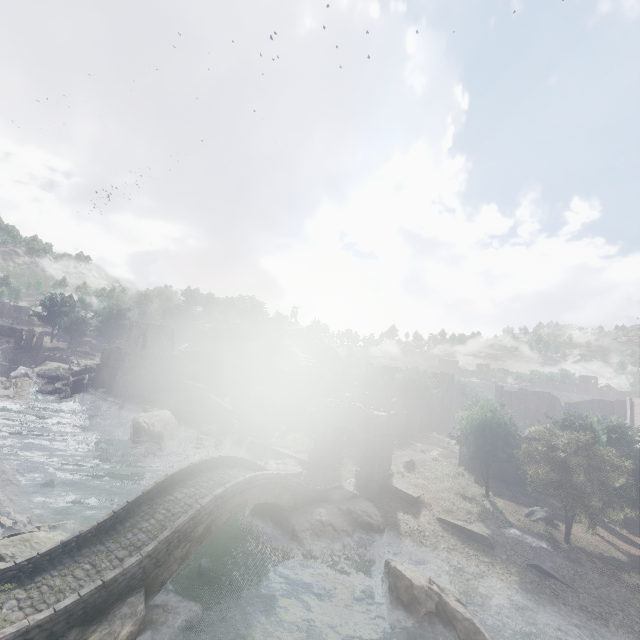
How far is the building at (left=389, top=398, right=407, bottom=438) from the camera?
52.5m

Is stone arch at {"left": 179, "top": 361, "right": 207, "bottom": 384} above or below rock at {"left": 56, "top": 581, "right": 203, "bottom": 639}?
above

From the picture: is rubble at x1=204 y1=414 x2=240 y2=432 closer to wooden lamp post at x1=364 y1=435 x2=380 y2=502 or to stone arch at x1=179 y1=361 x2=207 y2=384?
stone arch at x1=179 y1=361 x2=207 y2=384

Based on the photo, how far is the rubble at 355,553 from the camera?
19.1m

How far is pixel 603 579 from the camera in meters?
20.2 m

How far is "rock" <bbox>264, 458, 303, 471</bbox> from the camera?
28.2 meters

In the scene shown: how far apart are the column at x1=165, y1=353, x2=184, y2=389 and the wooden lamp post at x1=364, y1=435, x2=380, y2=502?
36.4m

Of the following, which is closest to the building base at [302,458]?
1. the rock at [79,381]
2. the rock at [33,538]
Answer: the rock at [33,538]
